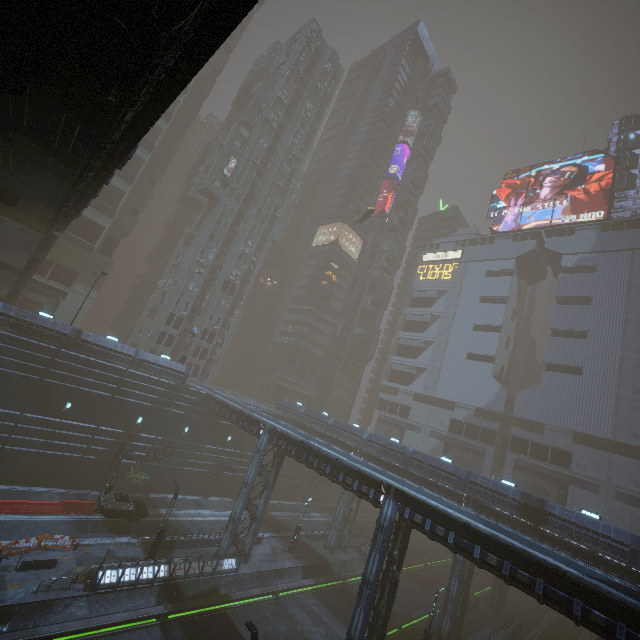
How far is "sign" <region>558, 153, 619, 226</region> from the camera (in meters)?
56.19

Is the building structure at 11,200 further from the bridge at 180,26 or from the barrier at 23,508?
the barrier at 23,508

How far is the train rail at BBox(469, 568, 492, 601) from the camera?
41.97m

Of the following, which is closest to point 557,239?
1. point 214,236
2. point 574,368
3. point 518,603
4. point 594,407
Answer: point 574,368

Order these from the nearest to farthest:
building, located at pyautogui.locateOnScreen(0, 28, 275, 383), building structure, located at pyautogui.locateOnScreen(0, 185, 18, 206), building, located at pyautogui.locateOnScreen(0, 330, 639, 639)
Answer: building, located at pyautogui.locateOnScreen(0, 330, 639, 639) < building structure, located at pyautogui.locateOnScreen(0, 185, 18, 206) < building, located at pyautogui.locateOnScreen(0, 28, 275, 383)

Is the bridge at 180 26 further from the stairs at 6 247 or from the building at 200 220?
the building at 200 220

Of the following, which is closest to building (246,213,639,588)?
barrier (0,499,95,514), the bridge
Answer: barrier (0,499,95,514)

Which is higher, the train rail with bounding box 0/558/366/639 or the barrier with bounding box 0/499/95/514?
the barrier with bounding box 0/499/95/514
